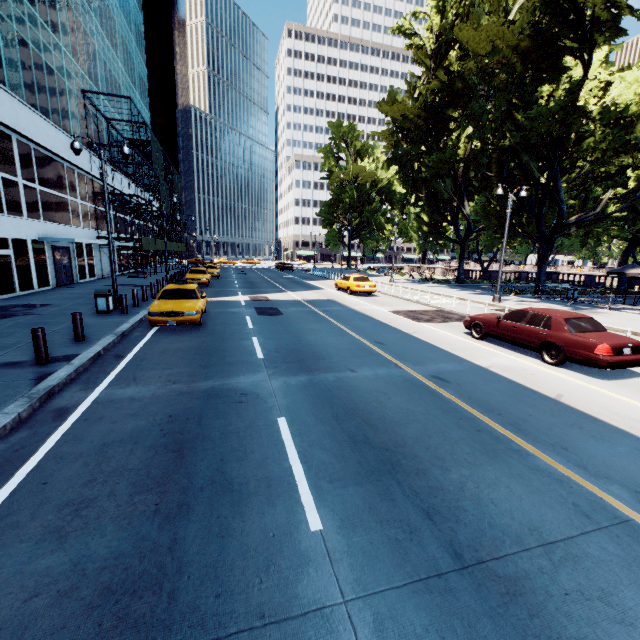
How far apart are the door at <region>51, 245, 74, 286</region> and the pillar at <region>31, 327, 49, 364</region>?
19.0 meters

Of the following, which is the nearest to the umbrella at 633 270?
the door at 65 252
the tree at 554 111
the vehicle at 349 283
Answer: the tree at 554 111

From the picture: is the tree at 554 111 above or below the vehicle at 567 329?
above

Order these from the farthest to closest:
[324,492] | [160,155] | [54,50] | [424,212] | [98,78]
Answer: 1. [160,155]
2. [424,212]
3. [98,78]
4. [54,50]
5. [324,492]

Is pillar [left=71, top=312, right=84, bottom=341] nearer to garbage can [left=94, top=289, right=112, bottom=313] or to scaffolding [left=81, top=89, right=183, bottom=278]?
garbage can [left=94, top=289, right=112, bottom=313]

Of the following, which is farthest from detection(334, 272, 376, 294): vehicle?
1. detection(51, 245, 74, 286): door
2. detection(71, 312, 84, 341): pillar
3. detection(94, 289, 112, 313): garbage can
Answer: detection(51, 245, 74, 286): door

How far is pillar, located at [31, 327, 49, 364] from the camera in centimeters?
757cm

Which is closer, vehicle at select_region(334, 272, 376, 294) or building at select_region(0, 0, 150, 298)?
building at select_region(0, 0, 150, 298)
